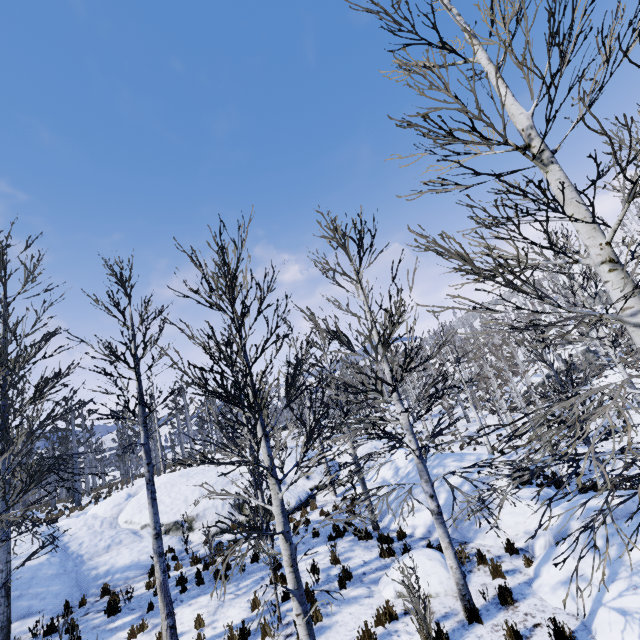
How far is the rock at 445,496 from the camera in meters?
10.4

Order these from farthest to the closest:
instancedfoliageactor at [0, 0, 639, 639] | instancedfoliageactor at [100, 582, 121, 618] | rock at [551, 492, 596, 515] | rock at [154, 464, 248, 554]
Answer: rock at [154, 464, 248, 554], instancedfoliageactor at [100, 582, 121, 618], rock at [551, 492, 596, 515], instancedfoliageactor at [0, 0, 639, 639]

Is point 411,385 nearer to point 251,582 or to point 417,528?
point 417,528

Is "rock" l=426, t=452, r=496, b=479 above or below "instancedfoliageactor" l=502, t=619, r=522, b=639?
above

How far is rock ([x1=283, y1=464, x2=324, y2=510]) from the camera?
14.97m

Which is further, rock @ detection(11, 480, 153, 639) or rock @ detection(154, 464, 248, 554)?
rock @ detection(154, 464, 248, 554)

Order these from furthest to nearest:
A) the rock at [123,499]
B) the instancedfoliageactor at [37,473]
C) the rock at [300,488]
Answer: the rock at [300,488]
the rock at [123,499]
the instancedfoliageactor at [37,473]
